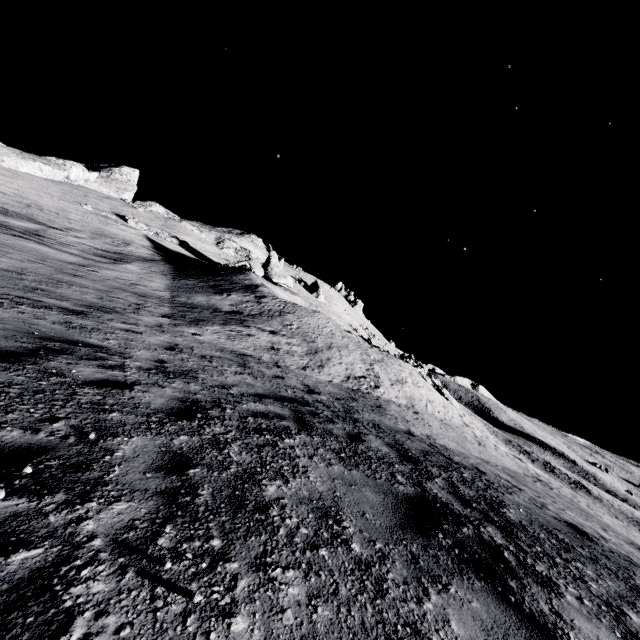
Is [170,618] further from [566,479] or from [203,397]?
[566,479]

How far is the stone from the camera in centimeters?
5594cm

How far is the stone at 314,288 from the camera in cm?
5594
